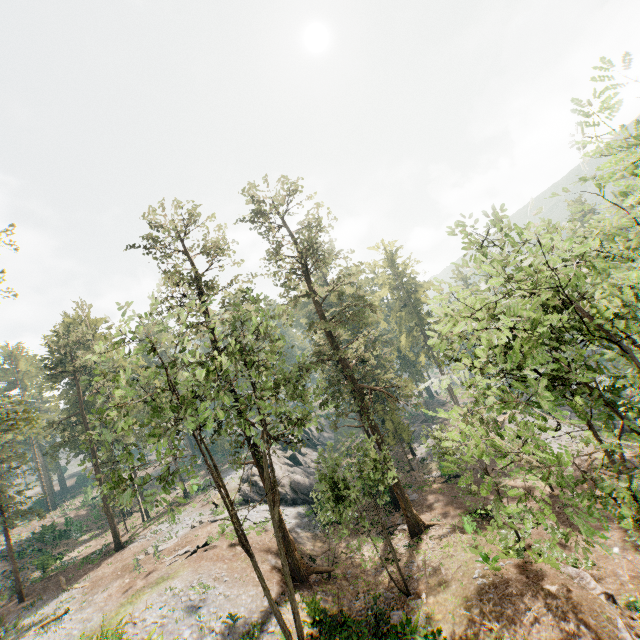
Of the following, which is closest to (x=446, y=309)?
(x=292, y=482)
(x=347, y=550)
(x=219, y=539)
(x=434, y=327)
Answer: (x=434, y=327)

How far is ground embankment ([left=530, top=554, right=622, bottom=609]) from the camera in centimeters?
1521cm

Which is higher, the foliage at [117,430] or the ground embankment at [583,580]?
the foliage at [117,430]

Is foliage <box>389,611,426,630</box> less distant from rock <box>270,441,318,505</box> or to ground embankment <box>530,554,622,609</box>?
ground embankment <box>530,554,622,609</box>

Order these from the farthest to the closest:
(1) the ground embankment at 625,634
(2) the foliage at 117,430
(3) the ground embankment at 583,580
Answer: Result: (3) the ground embankment at 583,580, (1) the ground embankment at 625,634, (2) the foliage at 117,430

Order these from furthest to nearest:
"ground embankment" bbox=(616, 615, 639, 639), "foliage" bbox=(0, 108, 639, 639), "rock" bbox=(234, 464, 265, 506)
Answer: "rock" bbox=(234, 464, 265, 506), "ground embankment" bbox=(616, 615, 639, 639), "foliage" bbox=(0, 108, 639, 639)

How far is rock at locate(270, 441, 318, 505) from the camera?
35.2m
